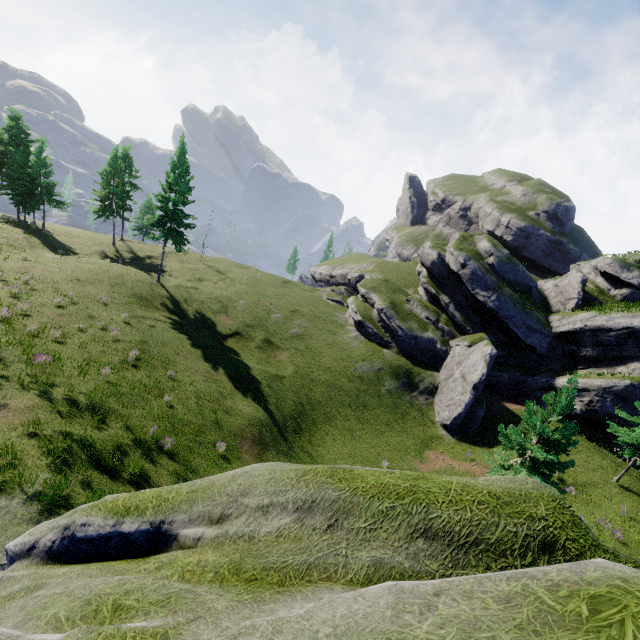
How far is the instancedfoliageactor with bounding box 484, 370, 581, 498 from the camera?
15.8m

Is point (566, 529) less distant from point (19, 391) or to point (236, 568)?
point (236, 568)

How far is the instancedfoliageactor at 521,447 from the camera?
15.80m
